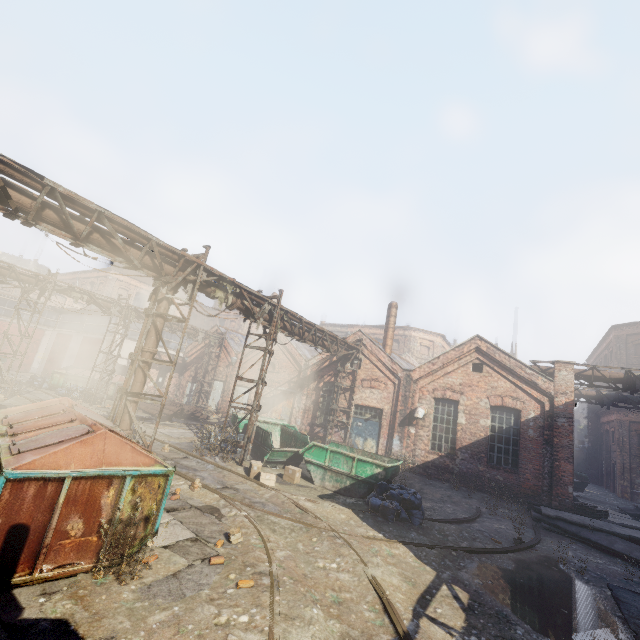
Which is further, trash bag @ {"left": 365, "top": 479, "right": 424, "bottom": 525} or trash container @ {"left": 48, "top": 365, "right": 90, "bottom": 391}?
trash container @ {"left": 48, "top": 365, "right": 90, "bottom": 391}

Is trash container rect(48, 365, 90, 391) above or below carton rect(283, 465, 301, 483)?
above

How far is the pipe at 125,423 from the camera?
8.9m

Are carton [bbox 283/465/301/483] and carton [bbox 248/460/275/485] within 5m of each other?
yes

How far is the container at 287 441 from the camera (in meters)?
10.86

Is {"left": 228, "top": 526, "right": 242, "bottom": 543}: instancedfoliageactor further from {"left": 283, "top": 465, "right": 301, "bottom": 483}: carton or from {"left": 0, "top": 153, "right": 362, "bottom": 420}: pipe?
{"left": 283, "top": 465, "right": 301, "bottom": 483}: carton

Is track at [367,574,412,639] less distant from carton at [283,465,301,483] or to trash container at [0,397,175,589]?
carton at [283,465,301,483]

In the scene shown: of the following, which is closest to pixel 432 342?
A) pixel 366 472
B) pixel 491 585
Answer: pixel 366 472
